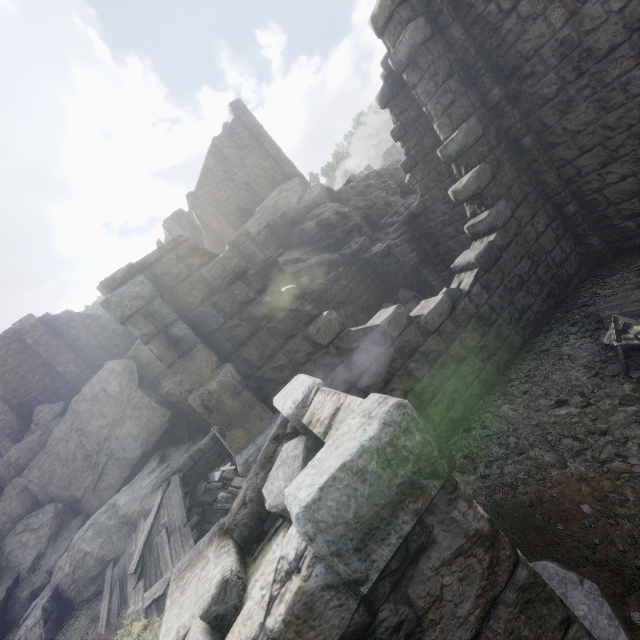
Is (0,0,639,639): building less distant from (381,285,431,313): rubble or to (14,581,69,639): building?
(381,285,431,313): rubble

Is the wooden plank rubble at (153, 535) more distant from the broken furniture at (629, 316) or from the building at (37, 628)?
the broken furniture at (629, 316)

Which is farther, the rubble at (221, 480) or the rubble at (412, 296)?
the rubble at (412, 296)

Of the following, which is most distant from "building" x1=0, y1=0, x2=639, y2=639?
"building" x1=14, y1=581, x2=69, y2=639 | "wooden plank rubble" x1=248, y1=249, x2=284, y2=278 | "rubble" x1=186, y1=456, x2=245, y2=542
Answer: "building" x1=14, y1=581, x2=69, y2=639

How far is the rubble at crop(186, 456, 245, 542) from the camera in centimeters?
967cm

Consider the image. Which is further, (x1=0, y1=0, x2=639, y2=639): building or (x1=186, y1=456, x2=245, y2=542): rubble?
(x1=186, y1=456, x2=245, y2=542): rubble

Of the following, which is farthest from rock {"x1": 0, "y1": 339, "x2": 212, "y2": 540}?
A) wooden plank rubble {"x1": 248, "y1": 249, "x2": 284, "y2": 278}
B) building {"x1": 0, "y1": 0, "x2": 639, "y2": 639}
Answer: wooden plank rubble {"x1": 248, "y1": 249, "x2": 284, "y2": 278}

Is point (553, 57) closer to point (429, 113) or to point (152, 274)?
point (429, 113)
